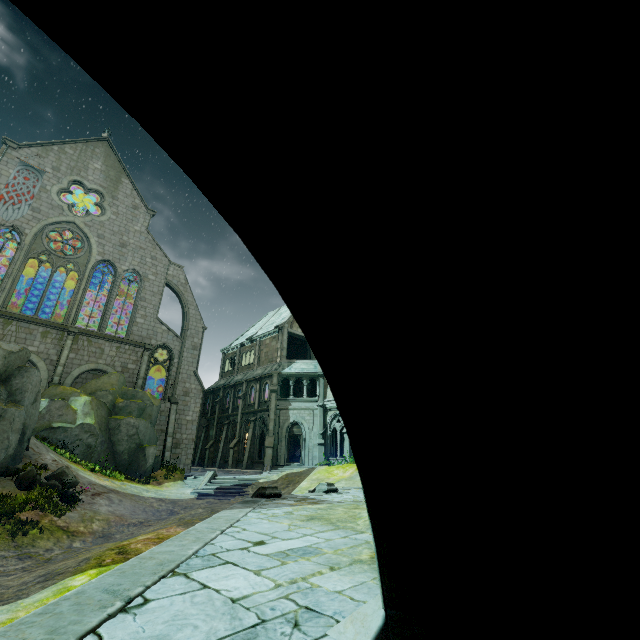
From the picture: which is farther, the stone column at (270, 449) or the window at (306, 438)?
the window at (306, 438)

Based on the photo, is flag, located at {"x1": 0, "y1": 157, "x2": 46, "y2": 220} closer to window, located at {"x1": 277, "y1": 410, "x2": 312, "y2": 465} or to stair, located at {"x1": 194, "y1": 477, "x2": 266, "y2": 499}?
stair, located at {"x1": 194, "y1": 477, "x2": 266, "y2": 499}

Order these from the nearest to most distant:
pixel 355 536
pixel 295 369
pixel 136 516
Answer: pixel 355 536
pixel 136 516
pixel 295 369

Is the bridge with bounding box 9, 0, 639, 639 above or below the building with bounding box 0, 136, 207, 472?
below

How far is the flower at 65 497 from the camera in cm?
1341

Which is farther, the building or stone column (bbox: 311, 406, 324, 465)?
stone column (bbox: 311, 406, 324, 465)

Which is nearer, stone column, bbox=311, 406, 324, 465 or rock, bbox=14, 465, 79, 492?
rock, bbox=14, 465, 79, 492

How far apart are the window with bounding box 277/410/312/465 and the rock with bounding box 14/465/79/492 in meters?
16.6 m
